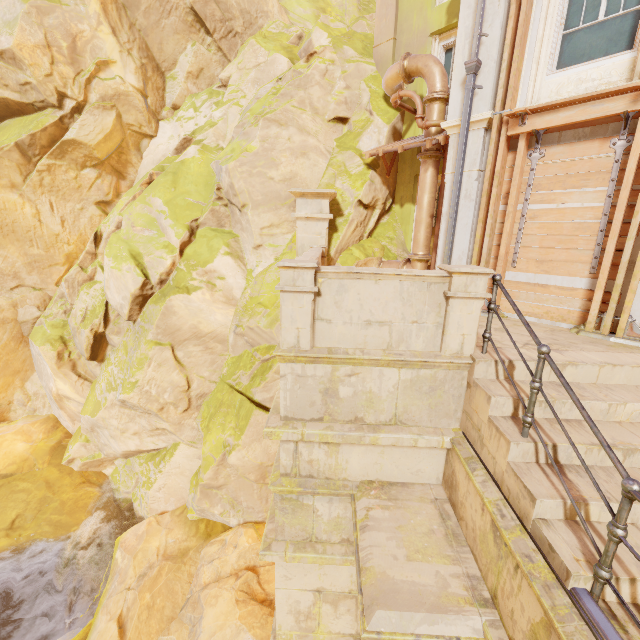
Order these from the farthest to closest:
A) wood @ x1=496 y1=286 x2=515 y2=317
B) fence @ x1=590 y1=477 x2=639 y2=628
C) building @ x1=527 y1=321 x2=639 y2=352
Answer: wood @ x1=496 y1=286 x2=515 y2=317 < building @ x1=527 y1=321 x2=639 y2=352 < fence @ x1=590 y1=477 x2=639 y2=628

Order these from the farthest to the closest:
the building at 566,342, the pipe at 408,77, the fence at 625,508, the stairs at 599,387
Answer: the pipe at 408,77, the building at 566,342, the stairs at 599,387, the fence at 625,508

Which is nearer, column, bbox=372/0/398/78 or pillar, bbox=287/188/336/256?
pillar, bbox=287/188/336/256

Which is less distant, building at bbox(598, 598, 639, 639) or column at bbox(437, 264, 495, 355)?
building at bbox(598, 598, 639, 639)

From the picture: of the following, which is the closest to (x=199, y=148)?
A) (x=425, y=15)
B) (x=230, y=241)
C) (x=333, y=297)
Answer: (x=230, y=241)

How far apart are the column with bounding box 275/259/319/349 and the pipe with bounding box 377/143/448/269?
6.14m

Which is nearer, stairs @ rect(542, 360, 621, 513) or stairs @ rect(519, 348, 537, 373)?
stairs @ rect(542, 360, 621, 513)

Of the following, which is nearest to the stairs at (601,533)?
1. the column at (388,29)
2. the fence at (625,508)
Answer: the fence at (625,508)
